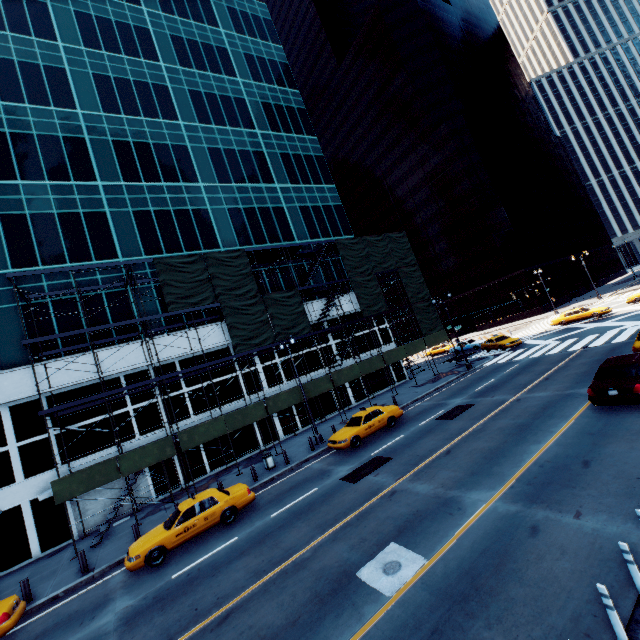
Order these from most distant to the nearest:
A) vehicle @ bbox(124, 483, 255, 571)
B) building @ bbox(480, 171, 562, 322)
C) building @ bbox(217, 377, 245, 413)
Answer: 1. building @ bbox(480, 171, 562, 322)
2. building @ bbox(217, 377, 245, 413)
3. vehicle @ bbox(124, 483, 255, 571)

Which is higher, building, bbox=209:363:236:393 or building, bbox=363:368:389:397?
building, bbox=209:363:236:393

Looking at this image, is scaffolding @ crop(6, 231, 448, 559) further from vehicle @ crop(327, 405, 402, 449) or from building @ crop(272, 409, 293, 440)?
vehicle @ crop(327, 405, 402, 449)

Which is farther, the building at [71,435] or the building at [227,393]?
the building at [227,393]

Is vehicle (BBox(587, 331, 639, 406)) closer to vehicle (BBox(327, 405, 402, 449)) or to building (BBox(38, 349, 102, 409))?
vehicle (BBox(327, 405, 402, 449))

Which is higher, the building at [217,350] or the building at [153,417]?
the building at [217,350]

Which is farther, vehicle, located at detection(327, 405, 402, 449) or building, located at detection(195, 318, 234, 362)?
building, located at detection(195, 318, 234, 362)

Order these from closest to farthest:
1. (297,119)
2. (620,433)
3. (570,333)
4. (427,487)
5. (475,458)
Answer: (620,433), (427,487), (475,458), (570,333), (297,119)
